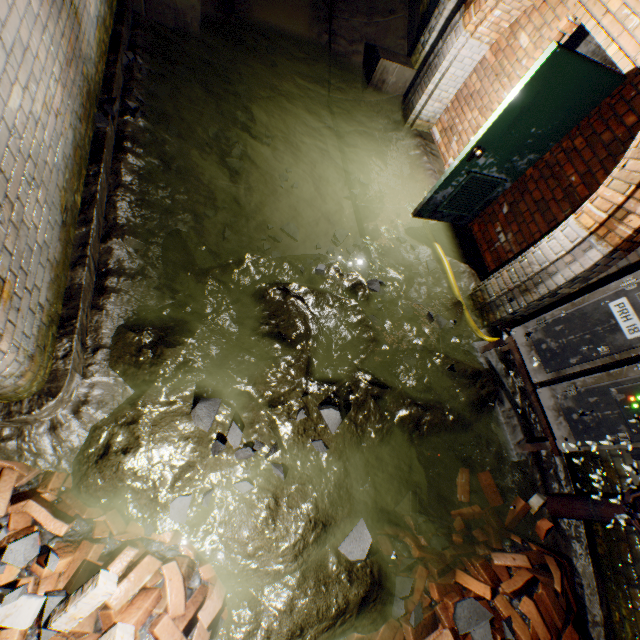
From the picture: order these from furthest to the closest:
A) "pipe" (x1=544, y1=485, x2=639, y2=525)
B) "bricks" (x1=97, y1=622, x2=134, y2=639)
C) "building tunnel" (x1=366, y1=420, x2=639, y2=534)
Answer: "building tunnel" (x1=366, y1=420, x2=639, y2=534) < "bricks" (x1=97, y1=622, x2=134, y2=639) < "pipe" (x1=544, y1=485, x2=639, y2=525)

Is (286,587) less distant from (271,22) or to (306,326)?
(306,326)

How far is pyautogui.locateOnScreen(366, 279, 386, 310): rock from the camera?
3.7 meters

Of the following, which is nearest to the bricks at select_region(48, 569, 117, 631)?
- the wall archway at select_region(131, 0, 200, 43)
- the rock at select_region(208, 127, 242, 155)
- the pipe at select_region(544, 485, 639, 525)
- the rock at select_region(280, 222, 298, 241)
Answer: the rock at select_region(280, 222, 298, 241)

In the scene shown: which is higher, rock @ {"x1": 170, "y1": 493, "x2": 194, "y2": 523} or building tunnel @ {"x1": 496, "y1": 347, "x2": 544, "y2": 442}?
building tunnel @ {"x1": 496, "y1": 347, "x2": 544, "y2": 442}

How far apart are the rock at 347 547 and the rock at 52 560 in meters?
1.8 m

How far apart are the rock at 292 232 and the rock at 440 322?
1.9 meters

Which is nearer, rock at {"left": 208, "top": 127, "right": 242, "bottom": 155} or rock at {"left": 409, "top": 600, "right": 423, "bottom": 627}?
rock at {"left": 409, "top": 600, "right": 423, "bottom": 627}
